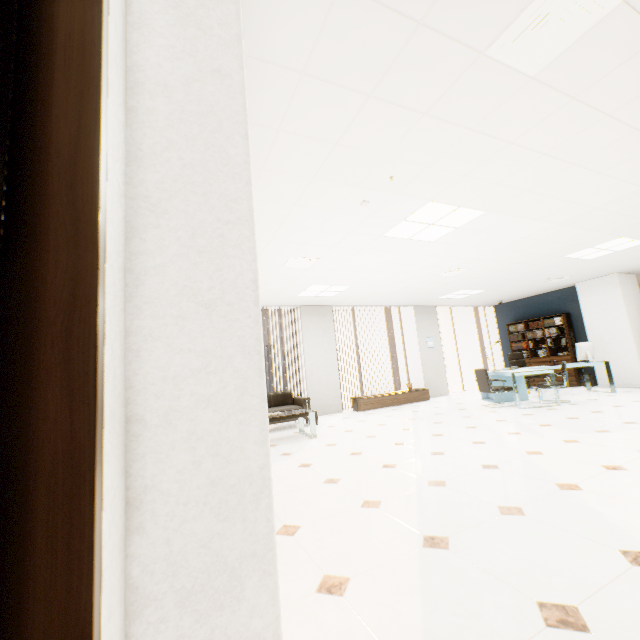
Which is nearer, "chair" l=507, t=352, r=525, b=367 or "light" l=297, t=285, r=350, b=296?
"light" l=297, t=285, r=350, b=296

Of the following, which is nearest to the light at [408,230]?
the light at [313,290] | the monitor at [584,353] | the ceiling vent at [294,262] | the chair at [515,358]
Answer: the ceiling vent at [294,262]

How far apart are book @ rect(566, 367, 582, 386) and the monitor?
1.49m

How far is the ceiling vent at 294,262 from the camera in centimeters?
523cm

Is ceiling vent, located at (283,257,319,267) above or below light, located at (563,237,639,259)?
below

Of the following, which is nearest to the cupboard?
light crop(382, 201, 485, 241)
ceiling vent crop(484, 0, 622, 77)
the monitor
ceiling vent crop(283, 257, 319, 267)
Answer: the monitor

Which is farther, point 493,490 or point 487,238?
point 487,238

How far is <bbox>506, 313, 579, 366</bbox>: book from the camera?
9.7 meters
